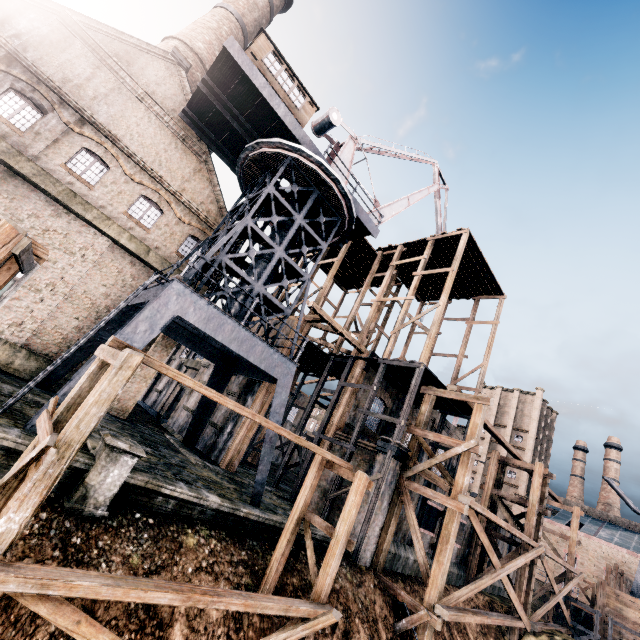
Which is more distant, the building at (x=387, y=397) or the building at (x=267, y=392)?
the building at (x=387, y=397)

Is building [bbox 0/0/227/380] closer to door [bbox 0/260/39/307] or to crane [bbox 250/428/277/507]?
door [bbox 0/260/39/307]

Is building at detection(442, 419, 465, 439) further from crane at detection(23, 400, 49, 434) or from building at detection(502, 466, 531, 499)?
building at detection(502, 466, 531, 499)

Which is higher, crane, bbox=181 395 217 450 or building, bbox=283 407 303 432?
building, bbox=283 407 303 432

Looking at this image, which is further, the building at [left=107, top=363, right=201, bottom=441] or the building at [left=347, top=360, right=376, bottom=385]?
the building at [left=347, top=360, right=376, bottom=385]

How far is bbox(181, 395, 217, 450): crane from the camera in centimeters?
2109cm

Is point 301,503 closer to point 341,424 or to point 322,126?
point 341,424

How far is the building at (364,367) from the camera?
24.2m
